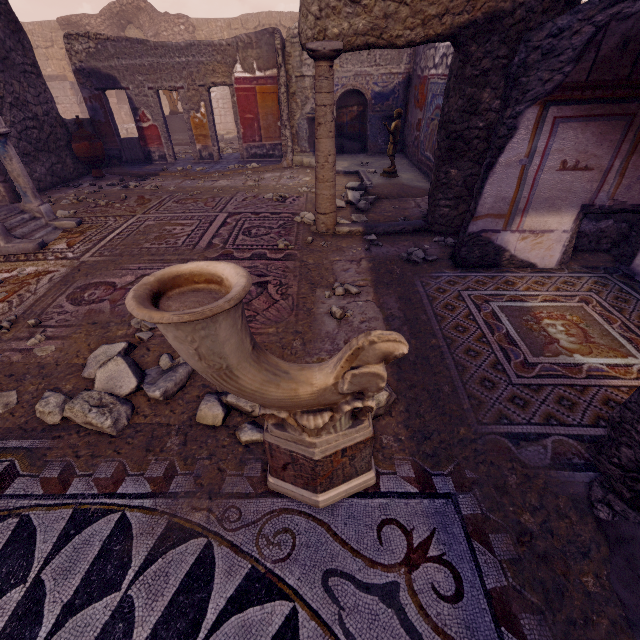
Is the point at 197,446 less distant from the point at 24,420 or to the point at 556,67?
the point at 24,420

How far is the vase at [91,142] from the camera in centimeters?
772cm

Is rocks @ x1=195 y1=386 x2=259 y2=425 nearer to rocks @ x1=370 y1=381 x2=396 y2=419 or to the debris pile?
rocks @ x1=370 y1=381 x2=396 y2=419

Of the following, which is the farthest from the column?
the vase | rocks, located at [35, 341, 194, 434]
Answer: the vase

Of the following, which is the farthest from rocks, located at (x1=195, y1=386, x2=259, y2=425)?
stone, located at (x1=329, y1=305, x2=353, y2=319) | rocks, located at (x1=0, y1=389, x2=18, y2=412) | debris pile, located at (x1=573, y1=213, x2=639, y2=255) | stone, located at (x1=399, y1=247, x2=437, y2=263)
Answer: debris pile, located at (x1=573, y1=213, x2=639, y2=255)

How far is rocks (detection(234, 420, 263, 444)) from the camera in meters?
2.0 m

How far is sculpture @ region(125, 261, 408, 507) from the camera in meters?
1.1 m

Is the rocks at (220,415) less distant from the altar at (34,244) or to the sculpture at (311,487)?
Answer: the sculpture at (311,487)
